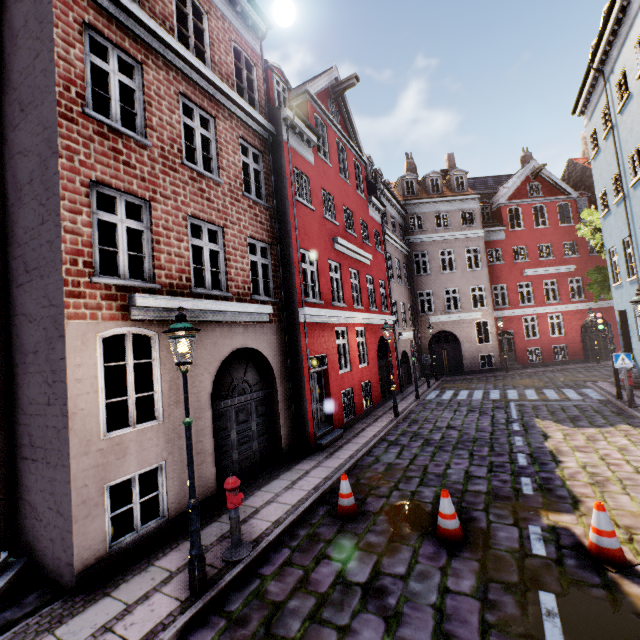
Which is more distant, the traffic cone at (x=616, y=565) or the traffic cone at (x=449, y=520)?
the traffic cone at (x=449, y=520)

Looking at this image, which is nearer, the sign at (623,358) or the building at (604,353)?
the sign at (623,358)

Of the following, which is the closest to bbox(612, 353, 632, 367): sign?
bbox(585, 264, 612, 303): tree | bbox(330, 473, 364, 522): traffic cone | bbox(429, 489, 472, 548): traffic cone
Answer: bbox(585, 264, 612, 303): tree

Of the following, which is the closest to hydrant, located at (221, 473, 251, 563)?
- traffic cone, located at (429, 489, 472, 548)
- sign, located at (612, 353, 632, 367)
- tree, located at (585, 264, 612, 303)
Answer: traffic cone, located at (429, 489, 472, 548)

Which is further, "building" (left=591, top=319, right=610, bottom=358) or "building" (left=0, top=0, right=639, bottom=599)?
"building" (left=591, top=319, right=610, bottom=358)

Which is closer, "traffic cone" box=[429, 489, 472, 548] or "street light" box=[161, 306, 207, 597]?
"street light" box=[161, 306, 207, 597]

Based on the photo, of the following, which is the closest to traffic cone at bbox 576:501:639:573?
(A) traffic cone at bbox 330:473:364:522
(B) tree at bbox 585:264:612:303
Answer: (A) traffic cone at bbox 330:473:364:522

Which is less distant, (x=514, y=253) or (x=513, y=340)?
(x=513, y=340)
